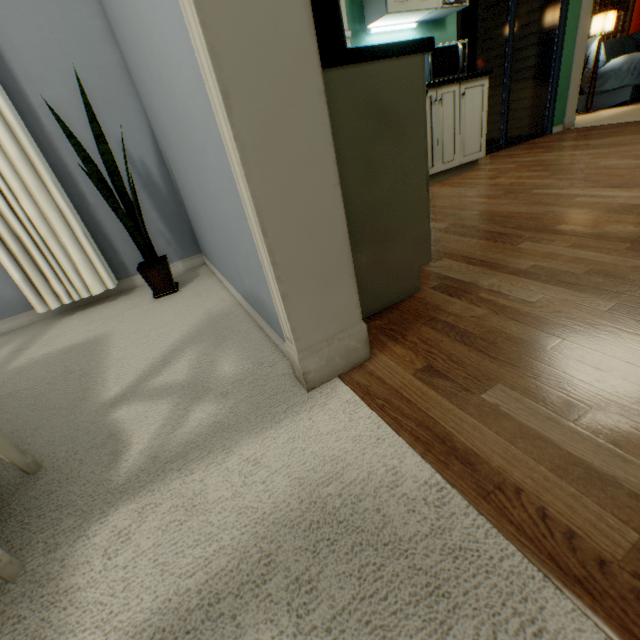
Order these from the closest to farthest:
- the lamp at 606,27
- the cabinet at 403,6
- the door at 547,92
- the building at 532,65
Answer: the cabinet at 403,6 < the door at 547,92 < the building at 532,65 < the lamp at 606,27

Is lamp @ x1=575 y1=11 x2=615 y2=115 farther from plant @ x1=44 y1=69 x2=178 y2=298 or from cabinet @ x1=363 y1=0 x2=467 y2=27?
plant @ x1=44 y1=69 x2=178 y2=298

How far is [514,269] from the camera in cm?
144

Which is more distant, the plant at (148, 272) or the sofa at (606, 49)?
the sofa at (606, 49)

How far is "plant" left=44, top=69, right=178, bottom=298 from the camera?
1.7 meters

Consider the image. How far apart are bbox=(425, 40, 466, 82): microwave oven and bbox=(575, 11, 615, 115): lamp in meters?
4.6 m

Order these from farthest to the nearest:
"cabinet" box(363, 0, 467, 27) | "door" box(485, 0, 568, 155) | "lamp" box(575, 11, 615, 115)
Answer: "lamp" box(575, 11, 615, 115) → "door" box(485, 0, 568, 155) → "cabinet" box(363, 0, 467, 27)

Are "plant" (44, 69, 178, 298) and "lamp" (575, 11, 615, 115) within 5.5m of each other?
no
